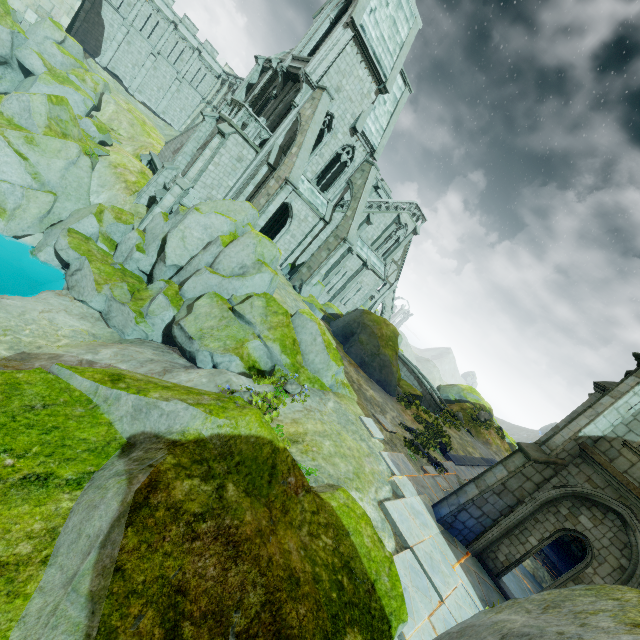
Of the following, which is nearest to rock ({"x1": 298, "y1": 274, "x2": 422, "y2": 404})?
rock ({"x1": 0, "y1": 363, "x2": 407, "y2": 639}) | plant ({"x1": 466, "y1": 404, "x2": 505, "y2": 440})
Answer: plant ({"x1": 466, "y1": 404, "x2": 505, "y2": 440})

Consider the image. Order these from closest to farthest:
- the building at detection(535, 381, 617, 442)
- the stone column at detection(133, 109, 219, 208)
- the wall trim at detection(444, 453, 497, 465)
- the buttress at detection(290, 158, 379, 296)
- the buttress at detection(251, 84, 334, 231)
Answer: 1. the building at detection(535, 381, 617, 442)
2. the wall trim at detection(444, 453, 497, 465)
3. the buttress at detection(251, 84, 334, 231)
4. the stone column at detection(133, 109, 219, 208)
5. the buttress at detection(290, 158, 379, 296)

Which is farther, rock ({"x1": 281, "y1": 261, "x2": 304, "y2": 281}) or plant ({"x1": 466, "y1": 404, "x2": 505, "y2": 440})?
plant ({"x1": 466, "y1": 404, "x2": 505, "y2": 440})

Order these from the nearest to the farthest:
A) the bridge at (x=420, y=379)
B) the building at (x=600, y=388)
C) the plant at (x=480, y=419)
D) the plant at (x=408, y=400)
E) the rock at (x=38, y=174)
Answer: the rock at (x=38, y=174) < the building at (x=600, y=388) < the plant at (x=408, y=400) < the bridge at (x=420, y=379) < the plant at (x=480, y=419)

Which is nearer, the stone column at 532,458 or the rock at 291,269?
the stone column at 532,458

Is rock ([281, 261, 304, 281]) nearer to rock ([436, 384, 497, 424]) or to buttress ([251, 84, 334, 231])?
rock ([436, 384, 497, 424])

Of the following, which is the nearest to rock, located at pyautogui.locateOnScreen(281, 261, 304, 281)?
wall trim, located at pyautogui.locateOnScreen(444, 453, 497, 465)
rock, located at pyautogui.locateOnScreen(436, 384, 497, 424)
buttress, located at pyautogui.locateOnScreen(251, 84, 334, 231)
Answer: rock, located at pyautogui.locateOnScreen(436, 384, 497, 424)

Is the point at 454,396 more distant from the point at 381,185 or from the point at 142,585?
the point at 142,585
